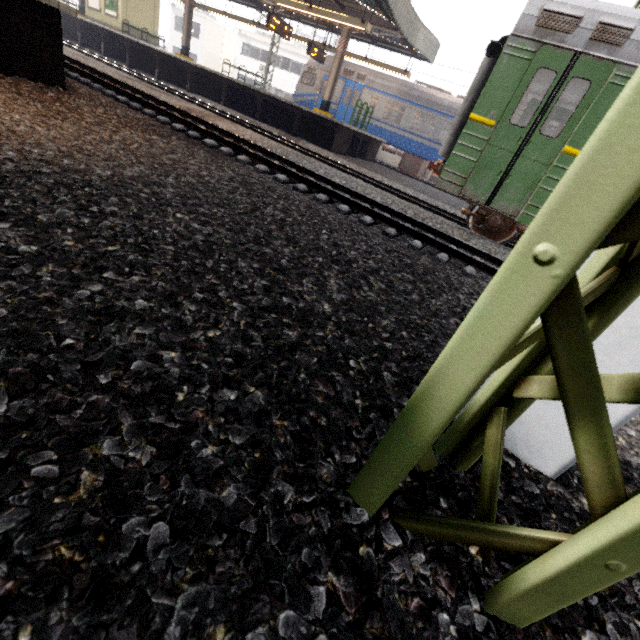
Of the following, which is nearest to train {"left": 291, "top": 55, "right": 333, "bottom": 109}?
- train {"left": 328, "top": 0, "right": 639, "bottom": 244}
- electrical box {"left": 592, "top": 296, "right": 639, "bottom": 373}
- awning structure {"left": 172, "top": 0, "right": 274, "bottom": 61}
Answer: awning structure {"left": 172, "top": 0, "right": 274, "bottom": 61}

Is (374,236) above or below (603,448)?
below

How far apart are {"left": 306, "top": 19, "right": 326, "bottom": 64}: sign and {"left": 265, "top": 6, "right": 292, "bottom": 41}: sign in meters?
1.6 m

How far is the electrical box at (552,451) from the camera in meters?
1.5 m

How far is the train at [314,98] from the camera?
18.2 meters

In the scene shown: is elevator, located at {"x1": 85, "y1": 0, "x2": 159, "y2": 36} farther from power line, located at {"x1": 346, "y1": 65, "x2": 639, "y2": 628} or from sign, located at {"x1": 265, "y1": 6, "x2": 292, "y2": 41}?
power line, located at {"x1": 346, "y1": 65, "x2": 639, "y2": 628}

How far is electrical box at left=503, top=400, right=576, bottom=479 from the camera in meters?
1.5 m

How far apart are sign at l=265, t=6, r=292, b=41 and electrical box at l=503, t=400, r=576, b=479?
16.83m
